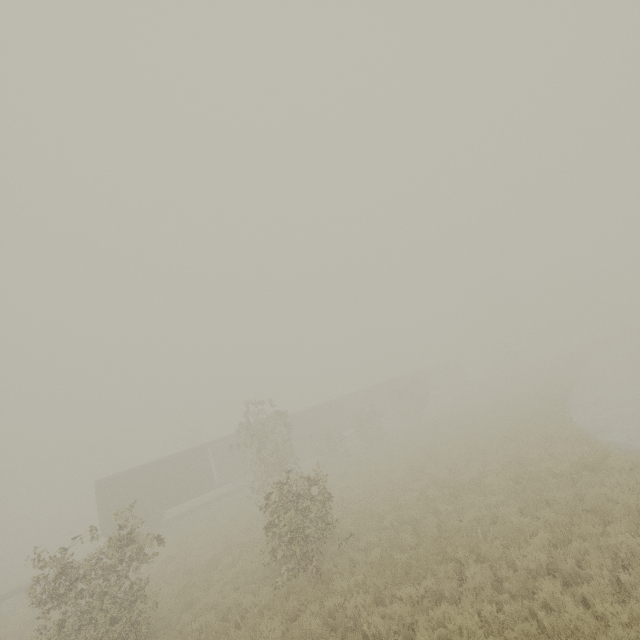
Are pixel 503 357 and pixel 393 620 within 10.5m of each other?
no

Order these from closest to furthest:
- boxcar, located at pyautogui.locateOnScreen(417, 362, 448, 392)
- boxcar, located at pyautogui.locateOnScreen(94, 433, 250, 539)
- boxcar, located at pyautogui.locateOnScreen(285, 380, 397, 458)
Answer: boxcar, located at pyautogui.locateOnScreen(94, 433, 250, 539)
boxcar, located at pyautogui.locateOnScreen(285, 380, 397, 458)
boxcar, located at pyautogui.locateOnScreen(417, 362, 448, 392)

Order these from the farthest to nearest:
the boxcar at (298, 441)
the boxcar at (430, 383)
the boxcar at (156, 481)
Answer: the boxcar at (430, 383) → the boxcar at (298, 441) → the boxcar at (156, 481)

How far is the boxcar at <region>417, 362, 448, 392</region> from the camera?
49.28m

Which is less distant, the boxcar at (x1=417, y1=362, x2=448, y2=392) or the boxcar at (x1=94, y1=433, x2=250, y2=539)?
the boxcar at (x1=94, y1=433, x2=250, y2=539)

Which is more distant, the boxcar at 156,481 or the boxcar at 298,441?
the boxcar at 298,441
